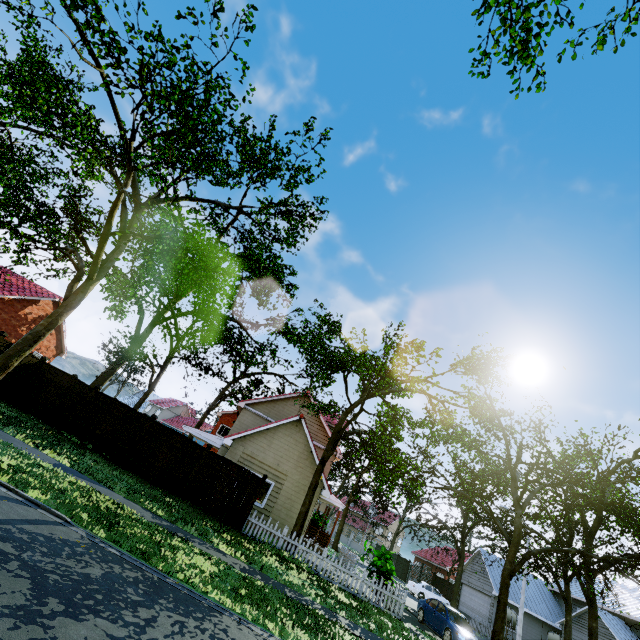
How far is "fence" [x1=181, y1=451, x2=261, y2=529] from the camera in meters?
14.2

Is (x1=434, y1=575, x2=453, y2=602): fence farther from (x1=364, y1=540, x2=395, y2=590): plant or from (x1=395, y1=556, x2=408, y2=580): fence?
(x1=395, y1=556, x2=408, y2=580): fence

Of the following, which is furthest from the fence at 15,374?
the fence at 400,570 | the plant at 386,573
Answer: the fence at 400,570

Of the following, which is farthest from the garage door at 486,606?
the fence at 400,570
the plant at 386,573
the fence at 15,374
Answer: the plant at 386,573

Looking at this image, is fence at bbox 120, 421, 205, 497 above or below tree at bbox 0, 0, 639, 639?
below

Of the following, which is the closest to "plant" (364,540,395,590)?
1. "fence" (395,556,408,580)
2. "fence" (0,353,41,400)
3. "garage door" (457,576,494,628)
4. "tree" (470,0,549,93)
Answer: "tree" (470,0,549,93)

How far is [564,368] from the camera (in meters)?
11.34

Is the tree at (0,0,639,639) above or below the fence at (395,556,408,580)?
above
